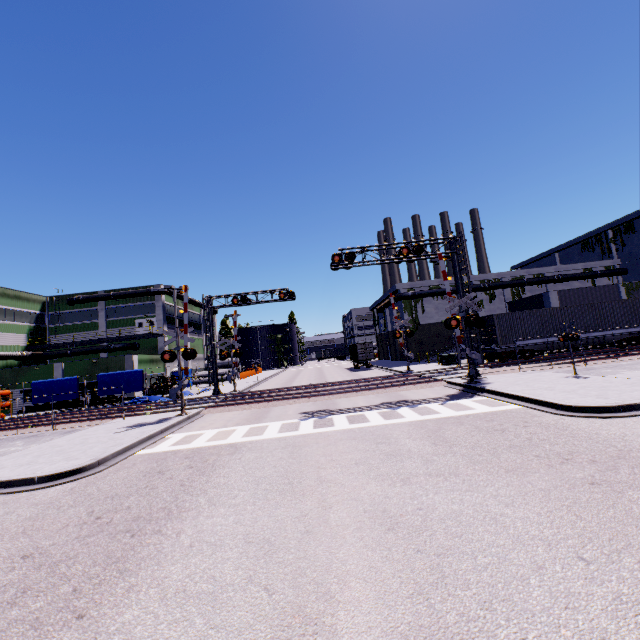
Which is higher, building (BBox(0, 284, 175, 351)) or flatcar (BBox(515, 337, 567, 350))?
building (BBox(0, 284, 175, 351))

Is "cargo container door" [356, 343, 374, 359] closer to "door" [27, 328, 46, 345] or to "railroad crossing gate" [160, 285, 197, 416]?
"railroad crossing gate" [160, 285, 197, 416]

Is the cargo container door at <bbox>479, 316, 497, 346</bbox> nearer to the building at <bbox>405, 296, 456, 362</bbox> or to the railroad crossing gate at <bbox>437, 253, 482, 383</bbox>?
the railroad crossing gate at <bbox>437, 253, 482, 383</bbox>

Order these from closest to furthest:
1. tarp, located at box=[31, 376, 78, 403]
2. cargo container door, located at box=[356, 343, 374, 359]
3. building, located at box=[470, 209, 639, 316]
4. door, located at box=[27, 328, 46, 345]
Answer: tarp, located at box=[31, 376, 78, 403] < building, located at box=[470, 209, 639, 316] < door, located at box=[27, 328, 46, 345] < cargo container door, located at box=[356, 343, 374, 359]

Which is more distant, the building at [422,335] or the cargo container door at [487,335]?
the building at [422,335]

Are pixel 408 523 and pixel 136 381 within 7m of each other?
no

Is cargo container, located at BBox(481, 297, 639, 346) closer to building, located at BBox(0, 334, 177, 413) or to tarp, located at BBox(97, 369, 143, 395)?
building, located at BBox(0, 334, 177, 413)

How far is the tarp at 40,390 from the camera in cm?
2808
